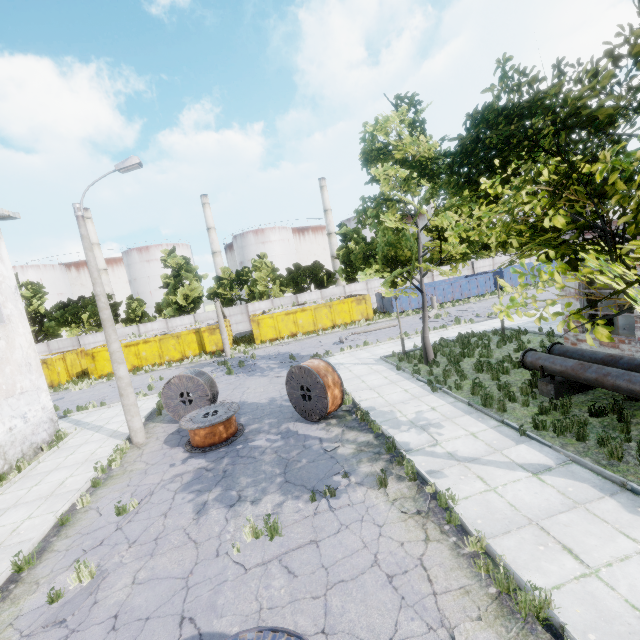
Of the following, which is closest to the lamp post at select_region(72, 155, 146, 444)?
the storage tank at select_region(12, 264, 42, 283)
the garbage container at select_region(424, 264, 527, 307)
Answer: the garbage container at select_region(424, 264, 527, 307)

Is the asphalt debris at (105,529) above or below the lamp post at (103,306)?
below

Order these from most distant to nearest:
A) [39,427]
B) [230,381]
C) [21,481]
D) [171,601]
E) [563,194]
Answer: [230,381], [39,427], [21,481], [171,601], [563,194]

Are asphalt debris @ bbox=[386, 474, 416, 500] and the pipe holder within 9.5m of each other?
yes

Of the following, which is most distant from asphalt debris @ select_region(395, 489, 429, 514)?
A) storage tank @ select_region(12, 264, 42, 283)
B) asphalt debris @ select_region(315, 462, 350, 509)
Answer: storage tank @ select_region(12, 264, 42, 283)

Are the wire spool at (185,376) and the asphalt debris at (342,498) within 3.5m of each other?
no

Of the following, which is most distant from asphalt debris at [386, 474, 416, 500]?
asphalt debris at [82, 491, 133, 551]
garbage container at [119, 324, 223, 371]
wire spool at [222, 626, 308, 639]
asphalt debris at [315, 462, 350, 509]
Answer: garbage container at [119, 324, 223, 371]

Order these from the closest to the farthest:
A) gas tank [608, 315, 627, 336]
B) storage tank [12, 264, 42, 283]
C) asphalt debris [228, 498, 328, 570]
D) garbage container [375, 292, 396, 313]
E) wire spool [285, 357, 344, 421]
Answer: asphalt debris [228, 498, 328, 570] → wire spool [285, 357, 344, 421] → gas tank [608, 315, 627, 336] → garbage container [375, 292, 396, 313] → storage tank [12, 264, 42, 283]
